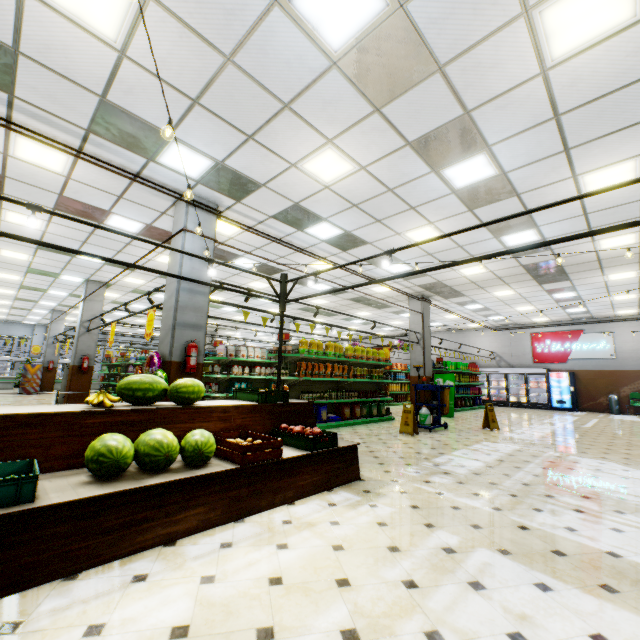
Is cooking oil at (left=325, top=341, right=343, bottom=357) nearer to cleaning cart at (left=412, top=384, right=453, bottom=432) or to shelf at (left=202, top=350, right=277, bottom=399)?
cleaning cart at (left=412, top=384, right=453, bottom=432)

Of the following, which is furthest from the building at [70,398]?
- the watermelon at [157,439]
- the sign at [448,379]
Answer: the watermelon at [157,439]

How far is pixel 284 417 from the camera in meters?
4.6 m

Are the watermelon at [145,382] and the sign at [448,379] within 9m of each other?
no

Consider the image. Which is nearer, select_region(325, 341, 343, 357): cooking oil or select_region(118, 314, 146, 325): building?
select_region(325, 341, 343, 357): cooking oil

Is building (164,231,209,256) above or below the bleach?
above

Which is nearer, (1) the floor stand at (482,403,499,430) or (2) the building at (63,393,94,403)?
(1) the floor stand at (482,403,499,430)

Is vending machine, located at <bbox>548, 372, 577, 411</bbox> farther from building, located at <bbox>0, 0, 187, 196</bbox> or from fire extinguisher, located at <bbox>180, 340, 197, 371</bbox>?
fire extinguisher, located at <bbox>180, 340, 197, 371</bbox>
